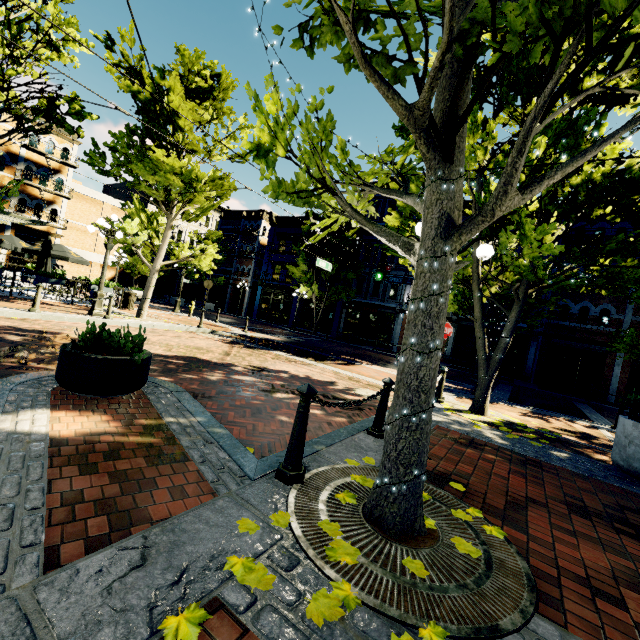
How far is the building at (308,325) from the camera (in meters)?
31.48

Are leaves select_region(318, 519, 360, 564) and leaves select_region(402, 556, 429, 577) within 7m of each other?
yes

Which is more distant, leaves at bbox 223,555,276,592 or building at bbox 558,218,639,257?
building at bbox 558,218,639,257

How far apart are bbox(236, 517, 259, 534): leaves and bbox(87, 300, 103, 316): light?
11.75m

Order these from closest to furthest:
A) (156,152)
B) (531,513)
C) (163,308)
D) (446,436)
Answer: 1. (531,513)
2. (446,436)
3. (156,152)
4. (163,308)

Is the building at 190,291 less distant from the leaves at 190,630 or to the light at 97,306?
the light at 97,306

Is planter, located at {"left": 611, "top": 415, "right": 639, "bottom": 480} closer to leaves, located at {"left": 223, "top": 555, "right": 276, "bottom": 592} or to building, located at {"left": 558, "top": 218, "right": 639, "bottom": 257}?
building, located at {"left": 558, "top": 218, "right": 639, "bottom": 257}

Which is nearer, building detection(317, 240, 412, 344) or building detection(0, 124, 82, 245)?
building detection(0, 124, 82, 245)
